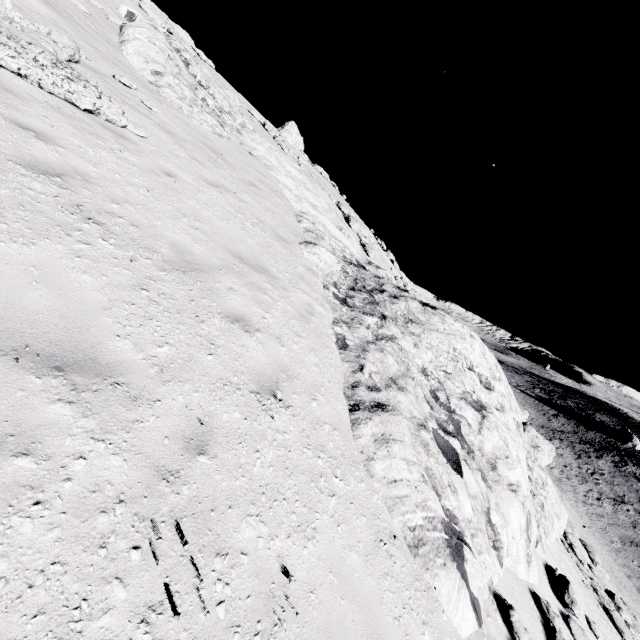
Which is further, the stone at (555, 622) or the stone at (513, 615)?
the stone at (555, 622)

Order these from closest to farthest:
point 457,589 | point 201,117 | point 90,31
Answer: point 457,589, point 90,31, point 201,117

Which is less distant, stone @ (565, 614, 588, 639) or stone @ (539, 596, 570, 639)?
stone @ (539, 596, 570, 639)

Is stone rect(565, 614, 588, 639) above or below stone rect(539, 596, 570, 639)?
below

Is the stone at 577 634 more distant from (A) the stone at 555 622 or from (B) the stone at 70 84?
(B) the stone at 70 84

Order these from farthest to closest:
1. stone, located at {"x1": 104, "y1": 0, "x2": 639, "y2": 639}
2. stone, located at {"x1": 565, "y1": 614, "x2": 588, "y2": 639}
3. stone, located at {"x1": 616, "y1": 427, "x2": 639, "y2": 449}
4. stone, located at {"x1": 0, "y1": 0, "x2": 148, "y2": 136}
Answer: stone, located at {"x1": 616, "y1": 427, "x2": 639, "y2": 449} → stone, located at {"x1": 565, "y1": 614, "x2": 588, "y2": 639} → stone, located at {"x1": 0, "y1": 0, "x2": 148, "y2": 136} → stone, located at {"x1": 104, "y1": 0, "x2": 639, "y2": 639}

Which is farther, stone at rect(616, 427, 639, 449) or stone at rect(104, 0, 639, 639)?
stone at rect(616, 427, 639, 449)

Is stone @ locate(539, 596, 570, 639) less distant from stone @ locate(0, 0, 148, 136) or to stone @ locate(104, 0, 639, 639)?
stone @ locate(104, 0, 639, 639)
